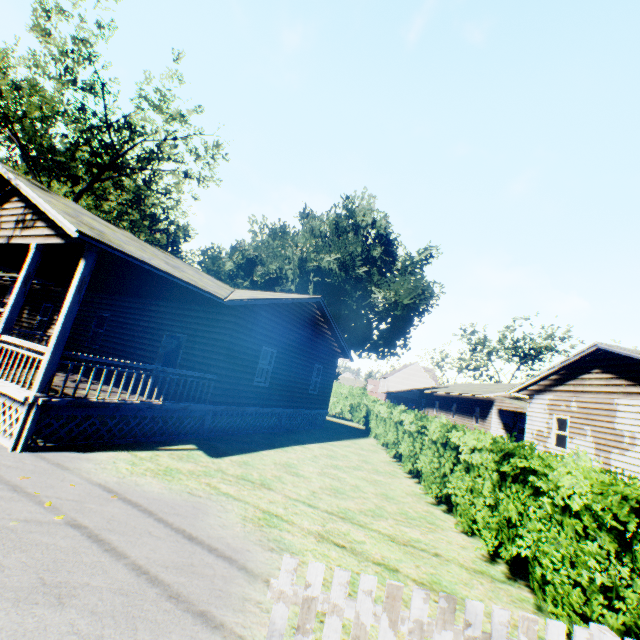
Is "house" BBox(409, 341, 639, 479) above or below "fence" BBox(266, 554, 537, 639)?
above

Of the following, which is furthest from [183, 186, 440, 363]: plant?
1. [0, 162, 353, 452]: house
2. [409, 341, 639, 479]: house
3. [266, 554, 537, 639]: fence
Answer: [266, 554, 537, 639]: fence

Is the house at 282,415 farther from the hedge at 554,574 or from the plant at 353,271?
the plant at 353,271

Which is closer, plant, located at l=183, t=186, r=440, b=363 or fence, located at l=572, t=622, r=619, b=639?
fence, located at l=572, t=622, r=619, b=639

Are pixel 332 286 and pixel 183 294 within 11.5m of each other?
no

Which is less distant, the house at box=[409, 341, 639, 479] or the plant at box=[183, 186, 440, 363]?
the house at box=[409, 341, 639, 479]

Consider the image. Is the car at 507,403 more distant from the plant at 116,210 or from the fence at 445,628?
the fence at 445,628

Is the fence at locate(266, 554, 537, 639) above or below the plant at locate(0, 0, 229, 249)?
below
